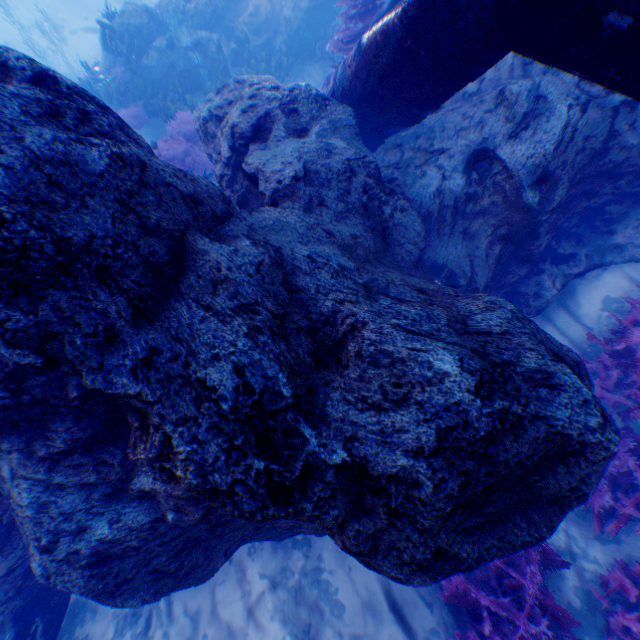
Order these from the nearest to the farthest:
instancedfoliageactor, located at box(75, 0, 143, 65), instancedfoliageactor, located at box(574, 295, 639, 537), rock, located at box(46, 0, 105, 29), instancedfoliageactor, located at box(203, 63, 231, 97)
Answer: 1. instancedfoliageactor, located at box(574, 295, 639, 537)
2. instancedfoliageactor, located at box(203, 63, 231, 97)
3. instancedfoliageactor, located at box(75, 0, 143, 65)
4. rock, located at box(46, 0, 105, 29)

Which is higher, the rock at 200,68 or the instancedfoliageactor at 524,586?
the rock at 200,68

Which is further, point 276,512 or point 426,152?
point 426,152

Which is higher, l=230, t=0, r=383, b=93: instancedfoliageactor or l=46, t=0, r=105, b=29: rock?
l=46, t=0, r=105, b=29: rock

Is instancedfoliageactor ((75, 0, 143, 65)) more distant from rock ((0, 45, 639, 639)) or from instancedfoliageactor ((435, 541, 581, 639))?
instancedfoliageactor ((435, 541, 581, 639))

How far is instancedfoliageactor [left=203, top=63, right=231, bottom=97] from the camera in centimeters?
1030cm

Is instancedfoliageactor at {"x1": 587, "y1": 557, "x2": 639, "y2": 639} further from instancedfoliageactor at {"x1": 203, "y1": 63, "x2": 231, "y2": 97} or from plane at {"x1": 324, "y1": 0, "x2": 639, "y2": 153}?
instancedfoliageactor at {"x1": 203, "y1": 63, "x2": 231, "y2": 97}

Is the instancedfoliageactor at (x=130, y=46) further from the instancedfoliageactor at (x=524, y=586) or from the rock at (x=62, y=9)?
the instancedfoliageactor at (x=524, y=586)
